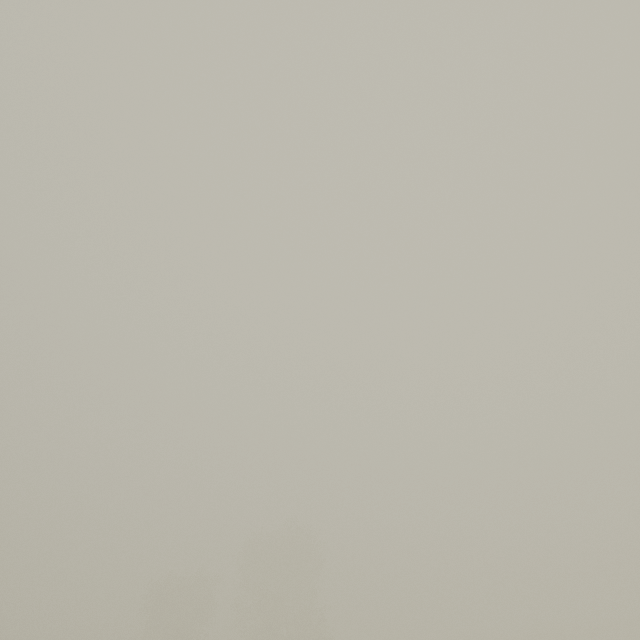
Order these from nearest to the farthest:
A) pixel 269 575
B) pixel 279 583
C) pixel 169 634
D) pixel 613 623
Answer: pixel 169 634 → pixel 279 583 → pixel 269 575 → pixel 613 623
